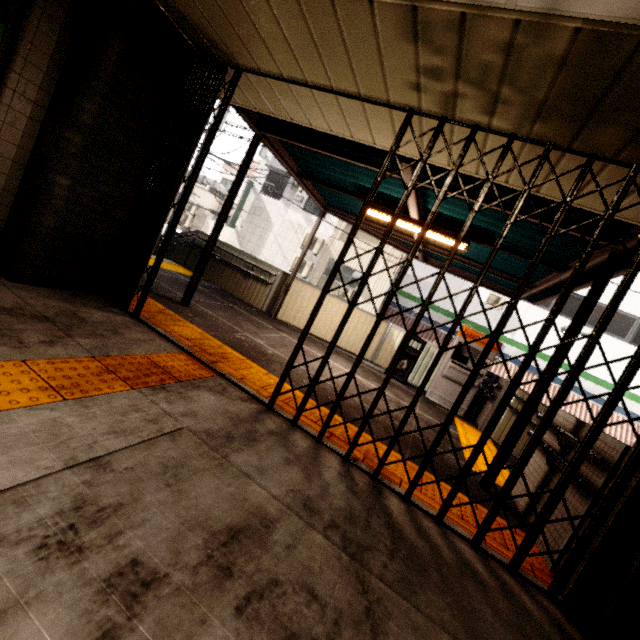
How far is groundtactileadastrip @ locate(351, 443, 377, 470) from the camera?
2.94m

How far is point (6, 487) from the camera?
1.29m

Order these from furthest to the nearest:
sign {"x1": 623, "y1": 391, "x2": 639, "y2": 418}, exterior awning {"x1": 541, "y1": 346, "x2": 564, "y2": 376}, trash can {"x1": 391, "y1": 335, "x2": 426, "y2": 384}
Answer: sign {"x1": 623, "y1": 391, "x2": 639, "y2": 418} < trash can {"x1": 391, "y1": 335, "x2": 426, "y2": 384} < exterior awning {"x1": 541, "y1": 346, "x2": 564, "y2": 376}

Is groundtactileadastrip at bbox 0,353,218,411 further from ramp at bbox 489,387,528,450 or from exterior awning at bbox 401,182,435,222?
ramp at bbox 489,387,528,450

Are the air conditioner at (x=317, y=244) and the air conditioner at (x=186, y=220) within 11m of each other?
yes

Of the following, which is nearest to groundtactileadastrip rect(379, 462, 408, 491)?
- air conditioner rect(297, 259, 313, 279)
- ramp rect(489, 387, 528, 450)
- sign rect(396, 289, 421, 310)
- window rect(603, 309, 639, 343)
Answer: ramp rect(489, 387, 528, 450)

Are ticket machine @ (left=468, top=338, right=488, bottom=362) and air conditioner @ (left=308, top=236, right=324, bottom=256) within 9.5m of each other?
no

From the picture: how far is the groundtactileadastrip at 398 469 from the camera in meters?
2.8
